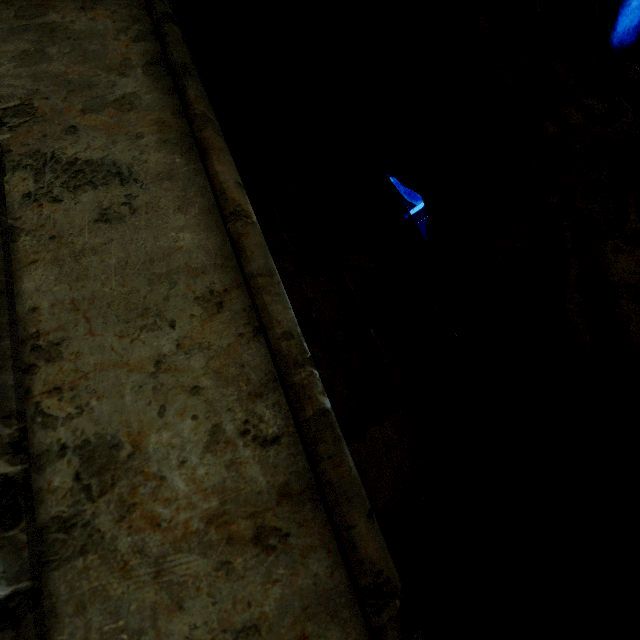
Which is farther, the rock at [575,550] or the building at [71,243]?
the rock at [575,550]

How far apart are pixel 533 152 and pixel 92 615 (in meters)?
3.02

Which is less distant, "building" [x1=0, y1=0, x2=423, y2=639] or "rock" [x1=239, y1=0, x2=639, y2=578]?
"building" [x1=0, y1=0, x2=423, y2=639]
